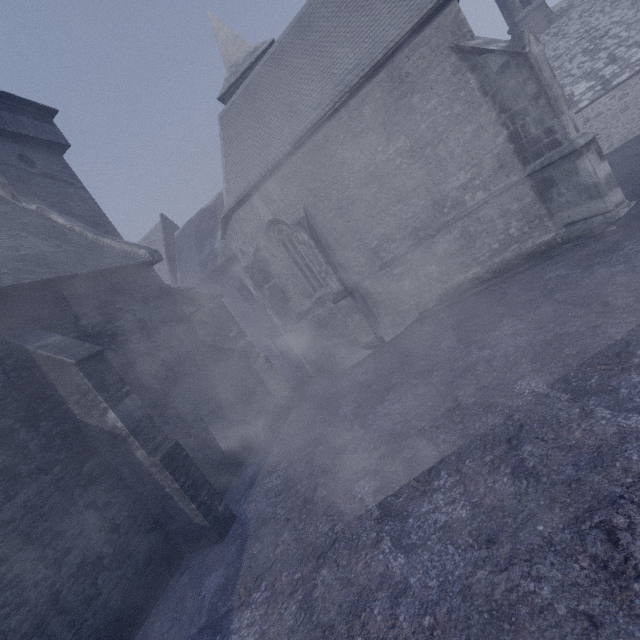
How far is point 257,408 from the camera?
11.2m
